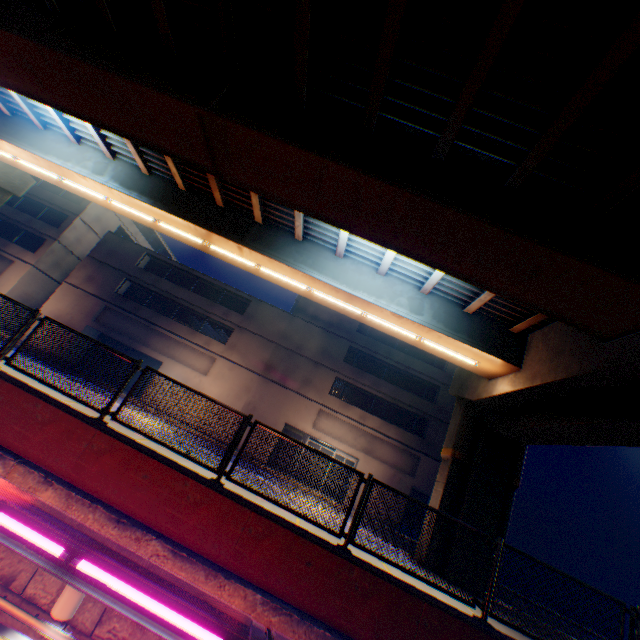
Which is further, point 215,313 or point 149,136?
point 215,313

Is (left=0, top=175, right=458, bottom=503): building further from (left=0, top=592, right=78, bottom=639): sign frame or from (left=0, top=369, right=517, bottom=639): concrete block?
(left=0, top=592, right=78, bottom=639): sign frame

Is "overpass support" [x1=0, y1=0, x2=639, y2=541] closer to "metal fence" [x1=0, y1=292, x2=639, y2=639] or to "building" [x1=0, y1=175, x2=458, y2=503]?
"metal fence" [x1=0, y1=292, x2=639, y2=639]

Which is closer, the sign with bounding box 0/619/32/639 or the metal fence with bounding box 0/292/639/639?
the sign with bounding box 0/619/32/639

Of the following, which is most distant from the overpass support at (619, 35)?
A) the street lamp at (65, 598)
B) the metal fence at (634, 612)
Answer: the street lamp at (65, 598)

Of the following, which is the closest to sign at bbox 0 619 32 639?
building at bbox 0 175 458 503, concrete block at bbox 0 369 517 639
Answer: concrete block at bbox 0 369 517 639

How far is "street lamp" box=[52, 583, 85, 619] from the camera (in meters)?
4.30

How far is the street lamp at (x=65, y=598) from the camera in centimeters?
430cm
